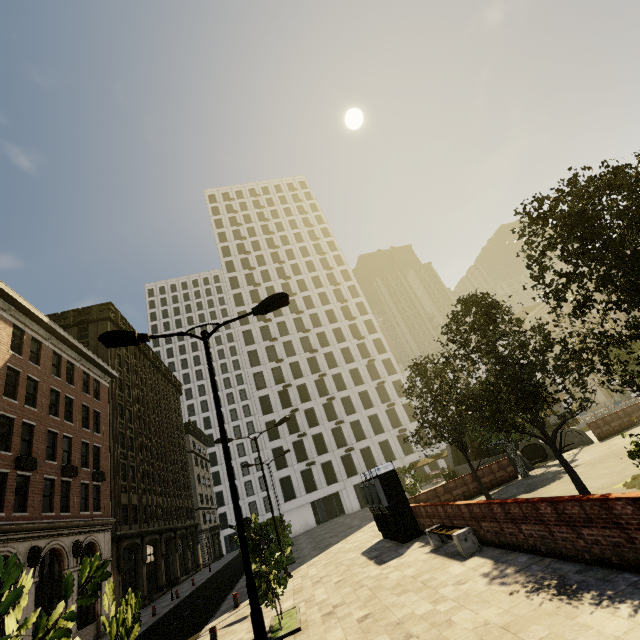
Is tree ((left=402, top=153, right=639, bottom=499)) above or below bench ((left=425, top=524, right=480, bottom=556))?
above

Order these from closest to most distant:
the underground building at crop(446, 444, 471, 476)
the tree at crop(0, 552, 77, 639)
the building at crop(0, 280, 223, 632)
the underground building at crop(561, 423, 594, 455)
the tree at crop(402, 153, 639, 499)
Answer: the tree at crop(0, 552, 77, 639) < the tree at crop(402, 153, 639, 499) < the building at crop(0, 280, 223, 632) < the underground building at crop(561, 423, 594, 455) < the underground building at crop(446, 444, 471, 476)

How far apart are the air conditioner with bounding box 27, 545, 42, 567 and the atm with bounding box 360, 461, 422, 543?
18.0 meters

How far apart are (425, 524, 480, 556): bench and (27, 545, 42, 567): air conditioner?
20.26m

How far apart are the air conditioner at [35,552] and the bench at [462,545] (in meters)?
20.26

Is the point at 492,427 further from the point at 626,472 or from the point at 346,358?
the point at 346,358

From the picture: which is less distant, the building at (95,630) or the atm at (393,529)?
the atm at (393,529)

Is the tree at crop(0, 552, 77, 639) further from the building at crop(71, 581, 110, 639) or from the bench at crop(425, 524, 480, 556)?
the bench at crop(425, 524, 480, 556)
